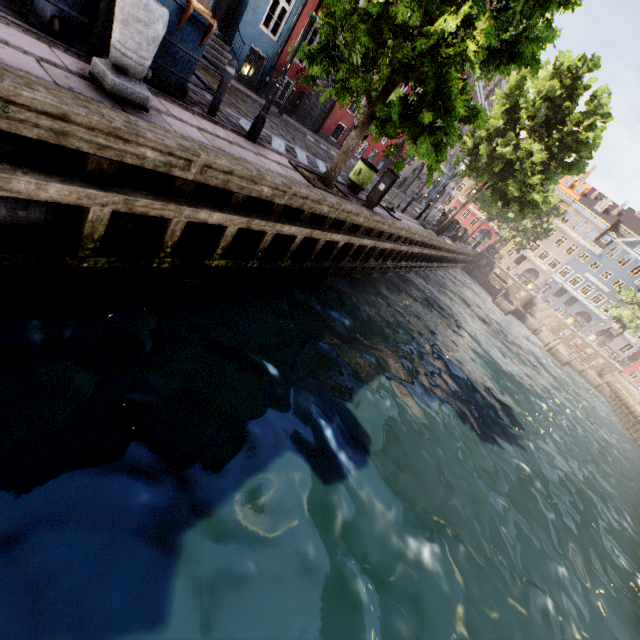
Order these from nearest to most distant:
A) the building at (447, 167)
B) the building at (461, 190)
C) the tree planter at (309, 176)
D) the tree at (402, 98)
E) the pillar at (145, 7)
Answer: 1. the pillar at (145, 7)
2. the tree at (402, 98)
3. the tree planter at (309, 176)
4. the building at (447, 167)
5. the building at (461, 190)

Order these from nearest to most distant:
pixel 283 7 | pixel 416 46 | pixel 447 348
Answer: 1. pixel 416 46
2. pixel 447 348
3. pixel 283 7

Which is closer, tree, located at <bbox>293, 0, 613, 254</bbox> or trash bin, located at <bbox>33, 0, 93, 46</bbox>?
trash bin, located at <bbox>33, 0, 93, 46</bbox>

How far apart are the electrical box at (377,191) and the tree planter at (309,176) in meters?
1.0 m

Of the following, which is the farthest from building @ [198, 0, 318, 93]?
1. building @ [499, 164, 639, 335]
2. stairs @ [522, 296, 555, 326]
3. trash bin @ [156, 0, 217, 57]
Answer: stairs @ [522, 296, 555, 326]

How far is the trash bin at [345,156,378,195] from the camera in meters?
10.0 m

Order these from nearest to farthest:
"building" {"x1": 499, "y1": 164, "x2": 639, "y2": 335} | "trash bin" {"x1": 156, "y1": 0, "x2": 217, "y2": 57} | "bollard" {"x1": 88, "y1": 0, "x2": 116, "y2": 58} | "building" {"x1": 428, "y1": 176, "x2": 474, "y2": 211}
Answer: "bollard" {"x1": 88, "y1": 0, "x2": 116, "y2": 58} < "trash bin" {"x1": 156, "y1": 0, "x2": 217, "y2": 57} < "building" {"x1": 428, "y1": 176, "x2": 474, "y2": 211} < "building" {"x1": 499, "y1": 164, "x2": 639, "y2": 335}

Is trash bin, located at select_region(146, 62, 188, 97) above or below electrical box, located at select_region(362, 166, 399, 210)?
below
